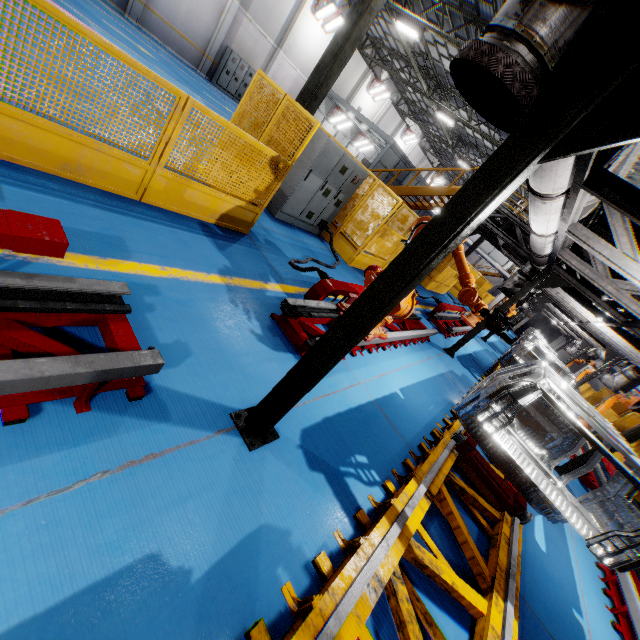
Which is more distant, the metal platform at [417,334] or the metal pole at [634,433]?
the metal pole at [634,433]

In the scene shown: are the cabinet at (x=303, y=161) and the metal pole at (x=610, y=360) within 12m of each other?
no

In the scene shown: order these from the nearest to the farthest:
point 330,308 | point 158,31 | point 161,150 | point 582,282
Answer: point 161,150, point 330,308, point 582,282, point 158,31

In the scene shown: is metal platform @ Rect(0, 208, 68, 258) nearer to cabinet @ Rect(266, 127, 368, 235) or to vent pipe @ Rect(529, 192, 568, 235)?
vent pipe @ Rect(529, 192, 568, 235)

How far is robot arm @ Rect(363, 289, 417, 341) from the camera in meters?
4.7 m

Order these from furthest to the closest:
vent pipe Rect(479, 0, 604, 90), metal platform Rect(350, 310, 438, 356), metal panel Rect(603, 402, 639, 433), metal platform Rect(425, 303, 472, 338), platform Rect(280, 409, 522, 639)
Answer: metal panel Rect(603, 402, 639, 433) → metal platform Rect(425, 303, 472, 338) → metal platform Rect(350, 310, 438, 356) → platform Rect(280, 409, 522, 639) → vent pipe Rect(479, 0, 604, 90)

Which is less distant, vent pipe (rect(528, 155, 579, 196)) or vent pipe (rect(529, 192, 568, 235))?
vent pipe (rect(528, 155, 579, 196))

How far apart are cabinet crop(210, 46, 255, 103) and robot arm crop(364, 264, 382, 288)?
21.08m
